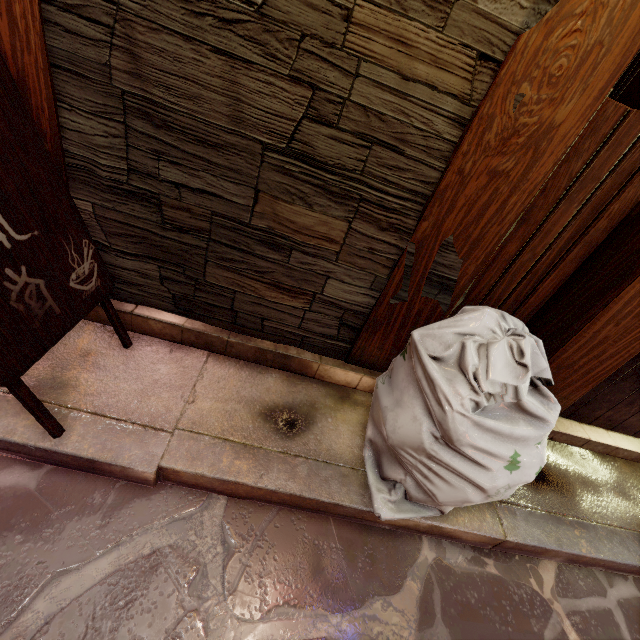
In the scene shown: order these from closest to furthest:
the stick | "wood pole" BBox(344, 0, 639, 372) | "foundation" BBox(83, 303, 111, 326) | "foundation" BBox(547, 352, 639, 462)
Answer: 1. "wood pole" BBox(344, 0, 639, 372)
2. the stick
3. "foundation" BBox(83, 303, 111, 326)
4. "foundation" BBox(547, 352, 639, 462)

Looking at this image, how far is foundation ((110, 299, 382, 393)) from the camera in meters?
3.5

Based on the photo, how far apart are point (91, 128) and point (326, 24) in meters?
1.9 m

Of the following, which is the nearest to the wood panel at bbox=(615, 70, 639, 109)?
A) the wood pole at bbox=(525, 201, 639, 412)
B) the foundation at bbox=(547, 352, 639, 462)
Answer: the wood pole at bbox=(525, 201, 639, 412)

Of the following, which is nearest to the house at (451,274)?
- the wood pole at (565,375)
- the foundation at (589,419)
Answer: the wood pole at (565,375)

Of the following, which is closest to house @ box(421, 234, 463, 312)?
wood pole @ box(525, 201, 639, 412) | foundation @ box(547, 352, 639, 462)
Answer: wood pole @ box(525, 201, 639, 412)

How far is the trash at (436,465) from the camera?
2.4 meters

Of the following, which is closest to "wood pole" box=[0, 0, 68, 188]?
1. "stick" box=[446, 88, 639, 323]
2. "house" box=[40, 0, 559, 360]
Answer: "house" box=[40, 0, 559, 360]
